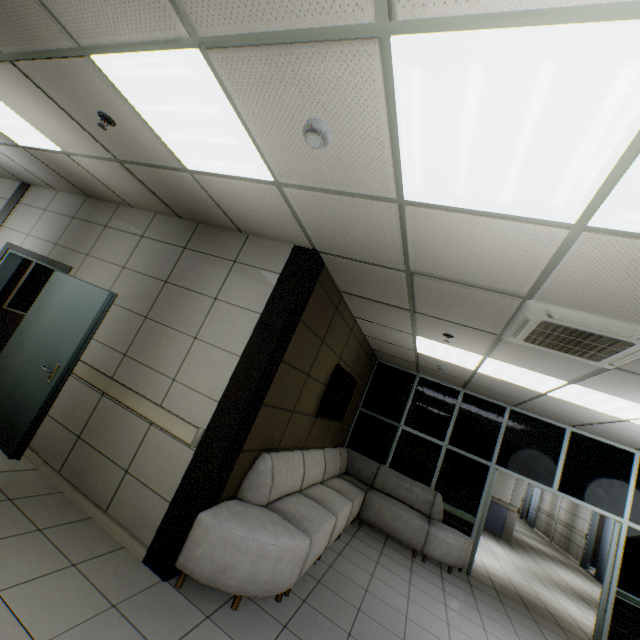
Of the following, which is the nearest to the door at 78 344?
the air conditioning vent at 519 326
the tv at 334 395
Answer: the tv at 334 395

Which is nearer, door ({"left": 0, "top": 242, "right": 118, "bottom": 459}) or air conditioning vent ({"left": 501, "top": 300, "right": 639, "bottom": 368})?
air conditioning vent ({"left": 501, "top": 300, "right": 639, "bottom": 368})

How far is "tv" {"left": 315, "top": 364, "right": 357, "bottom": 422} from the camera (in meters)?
4.87

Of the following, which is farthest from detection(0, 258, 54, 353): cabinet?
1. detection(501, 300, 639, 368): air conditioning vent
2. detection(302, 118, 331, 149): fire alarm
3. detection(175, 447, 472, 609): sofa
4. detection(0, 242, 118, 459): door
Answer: detection(501, 300, 639, 368): air conditioning vent

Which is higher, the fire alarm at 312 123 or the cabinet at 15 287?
the fire alarm at 312 123

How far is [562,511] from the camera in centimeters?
1459cm

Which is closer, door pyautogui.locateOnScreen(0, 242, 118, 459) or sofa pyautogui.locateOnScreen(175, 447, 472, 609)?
sofa pyautogui.locateOnScreen(175, 447, 472, 609)

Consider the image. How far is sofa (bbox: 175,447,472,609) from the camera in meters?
2.7
